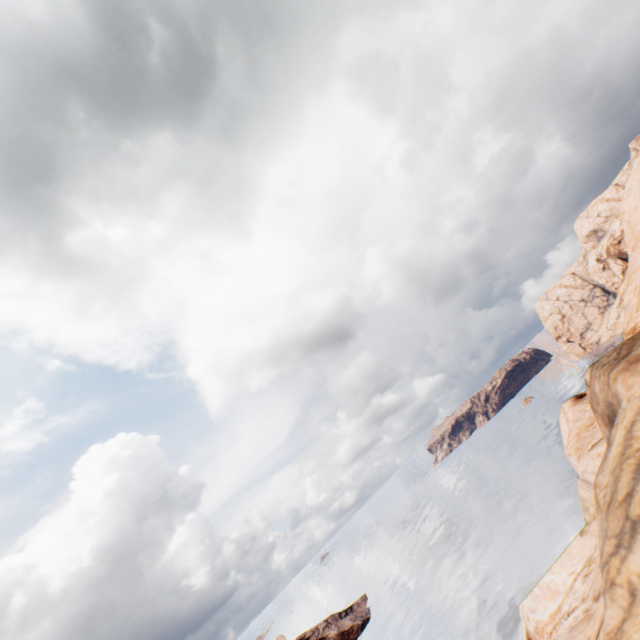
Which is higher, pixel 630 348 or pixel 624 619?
pixel 630 348
